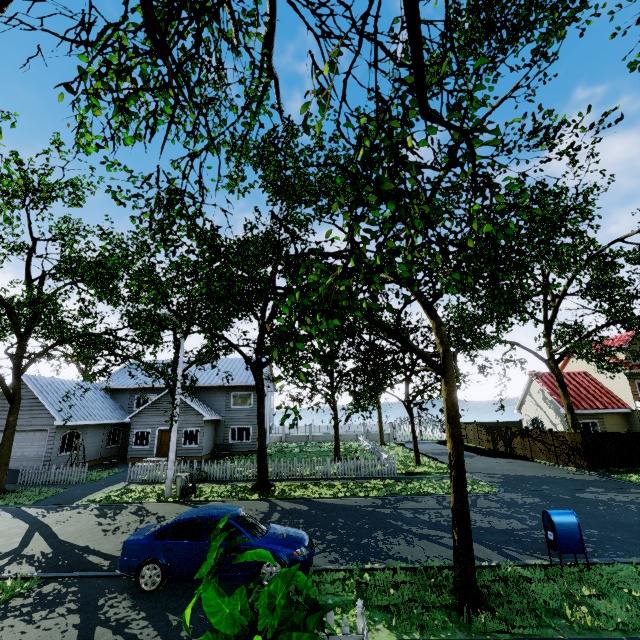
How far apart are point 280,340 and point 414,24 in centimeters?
285cm

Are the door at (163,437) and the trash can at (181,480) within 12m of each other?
yes

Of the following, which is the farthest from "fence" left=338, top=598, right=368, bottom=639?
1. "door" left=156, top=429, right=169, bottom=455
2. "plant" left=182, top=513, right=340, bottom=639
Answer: "door" left=156, top=429, right=169, bottom=455

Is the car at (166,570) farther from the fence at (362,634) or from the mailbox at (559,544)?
the mailbox at (559,544)

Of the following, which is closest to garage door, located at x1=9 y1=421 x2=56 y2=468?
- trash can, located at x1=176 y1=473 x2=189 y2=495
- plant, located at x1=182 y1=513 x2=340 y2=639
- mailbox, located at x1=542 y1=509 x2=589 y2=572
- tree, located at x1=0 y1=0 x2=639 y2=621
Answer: tree, located at x1=0 y1=0 x2=639 y2=621

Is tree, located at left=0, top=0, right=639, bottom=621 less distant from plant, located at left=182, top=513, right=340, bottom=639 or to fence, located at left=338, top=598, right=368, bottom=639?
fence, located at left=338, top=598, right=368, bottom=639

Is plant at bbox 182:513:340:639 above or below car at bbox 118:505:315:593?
above

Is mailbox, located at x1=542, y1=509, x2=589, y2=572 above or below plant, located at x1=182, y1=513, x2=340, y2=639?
below
